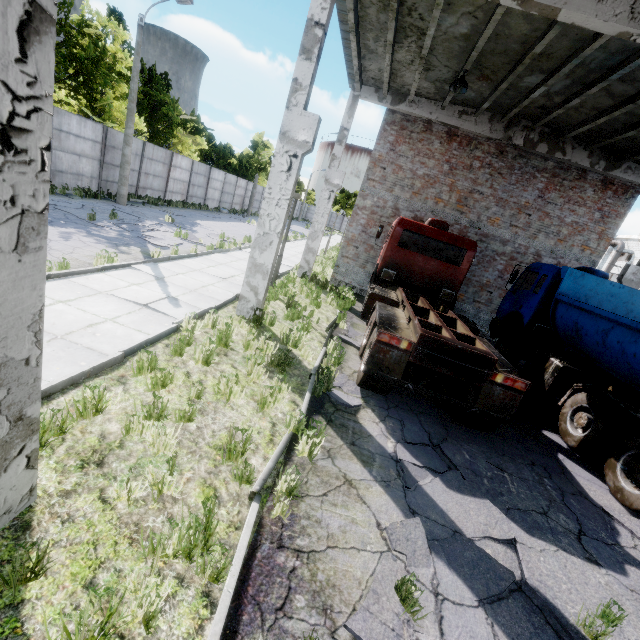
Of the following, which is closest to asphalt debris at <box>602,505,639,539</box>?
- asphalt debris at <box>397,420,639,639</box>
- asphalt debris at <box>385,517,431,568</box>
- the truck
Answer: the truck

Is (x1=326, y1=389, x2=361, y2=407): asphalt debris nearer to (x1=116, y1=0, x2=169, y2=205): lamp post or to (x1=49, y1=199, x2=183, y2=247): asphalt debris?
(x1=49, y1=199, x2=183, y2=247): asphalt debris

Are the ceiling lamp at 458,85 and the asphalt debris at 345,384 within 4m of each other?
no

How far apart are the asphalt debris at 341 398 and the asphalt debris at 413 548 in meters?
2.1

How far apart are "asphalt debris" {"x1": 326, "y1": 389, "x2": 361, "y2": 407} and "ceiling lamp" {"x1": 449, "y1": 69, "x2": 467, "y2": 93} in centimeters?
891cm

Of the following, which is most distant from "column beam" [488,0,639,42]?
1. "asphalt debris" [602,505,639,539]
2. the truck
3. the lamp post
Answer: the lamp post

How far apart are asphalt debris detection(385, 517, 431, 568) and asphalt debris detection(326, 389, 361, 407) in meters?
2.1

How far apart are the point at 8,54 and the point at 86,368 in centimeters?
380cm
